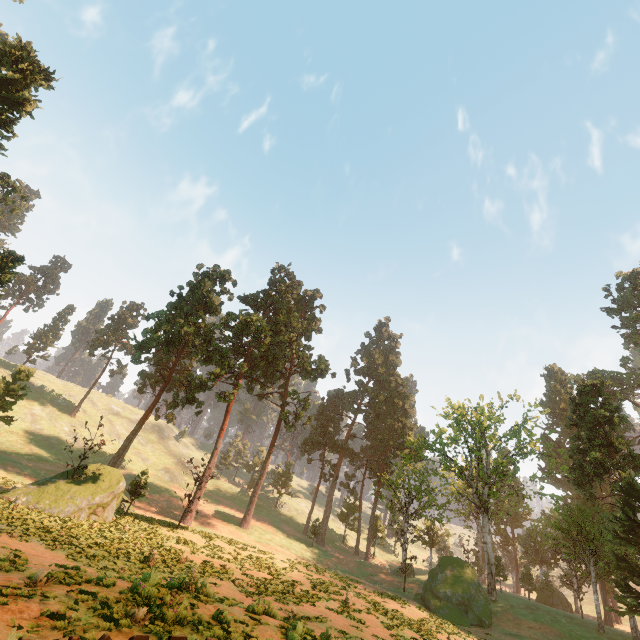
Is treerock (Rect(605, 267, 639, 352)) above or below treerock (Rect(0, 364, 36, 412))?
above

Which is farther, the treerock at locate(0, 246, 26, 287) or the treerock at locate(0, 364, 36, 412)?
the treerock at locate(0, 364, 36, 412)

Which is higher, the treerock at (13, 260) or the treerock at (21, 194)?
the treerock at (21, 194)

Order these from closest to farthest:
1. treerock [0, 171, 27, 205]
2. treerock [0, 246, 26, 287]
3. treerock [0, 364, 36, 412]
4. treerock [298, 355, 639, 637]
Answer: treerock [0, 246, 26, 287] < treerock [298, 355, 639, 637] < treerock [0, 171, 27, 205] < treerock [0, 364, 36, 412]

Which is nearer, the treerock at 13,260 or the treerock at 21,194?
the treerock at 13,260

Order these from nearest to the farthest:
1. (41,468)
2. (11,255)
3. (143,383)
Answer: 1. (11,255)
2. (41,468)
3. (143,383)
